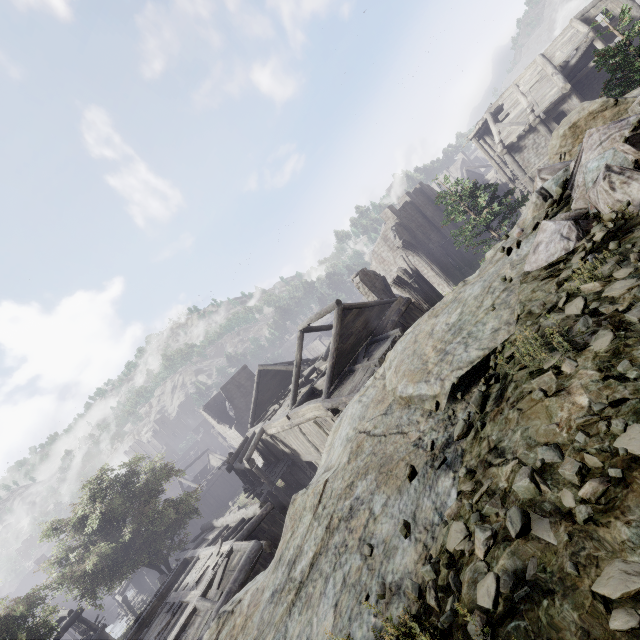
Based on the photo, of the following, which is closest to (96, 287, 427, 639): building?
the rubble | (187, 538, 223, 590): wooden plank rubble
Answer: (187, 538, 223, 590): wooden plank rubble

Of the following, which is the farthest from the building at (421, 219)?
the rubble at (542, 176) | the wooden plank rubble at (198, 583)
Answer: the rubble at (542, 176)

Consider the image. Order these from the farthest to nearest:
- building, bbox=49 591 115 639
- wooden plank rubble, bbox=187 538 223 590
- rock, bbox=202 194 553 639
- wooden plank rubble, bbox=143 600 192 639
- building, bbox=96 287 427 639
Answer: A: building, bbox=49 591 115 639, wooden plank rubble, bbox=187 538 223 590, building, bbox=96 287 427 639, wooden plank rubble, bbox=143 600 192 639, rock, bbox=202 194 553 639

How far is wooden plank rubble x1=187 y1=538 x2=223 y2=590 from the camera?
14.0m

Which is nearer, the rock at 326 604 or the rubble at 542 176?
the rock at 326 604

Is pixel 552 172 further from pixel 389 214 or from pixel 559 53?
pixel 389 214

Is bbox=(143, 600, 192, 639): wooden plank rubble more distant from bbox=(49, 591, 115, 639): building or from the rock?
the rock
